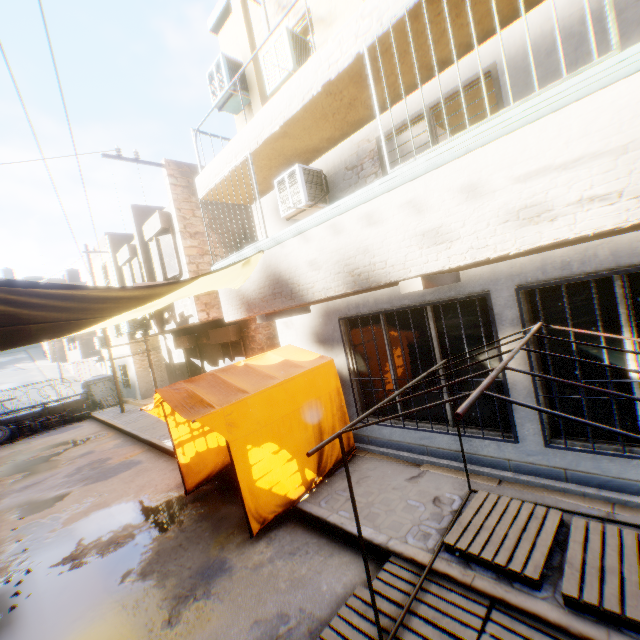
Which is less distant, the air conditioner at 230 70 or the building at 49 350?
the air conditioner at 230 70

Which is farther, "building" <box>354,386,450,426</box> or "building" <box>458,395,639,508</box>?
"building" <box>354,386,450,426</box>

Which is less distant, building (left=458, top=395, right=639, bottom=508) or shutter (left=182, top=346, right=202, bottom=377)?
building (left=458, top=395, right=639, bottom=508)

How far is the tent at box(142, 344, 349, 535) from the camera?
5.1 meters

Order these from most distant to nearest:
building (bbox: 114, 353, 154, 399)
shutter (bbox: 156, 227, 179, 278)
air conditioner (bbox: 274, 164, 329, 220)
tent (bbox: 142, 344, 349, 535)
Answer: building (bbox: 114, 353, 154, 399)
shutter (bbox: 156, 227, 179, 278)
air conditioner (bbox: 274, 164, 329, 220)
tent (bbox: 142, 344, 349, 535)

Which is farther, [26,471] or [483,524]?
[26,471]

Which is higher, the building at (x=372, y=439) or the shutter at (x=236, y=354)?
the shutter at (x=236, y=354)

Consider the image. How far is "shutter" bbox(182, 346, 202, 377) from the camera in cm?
1423
